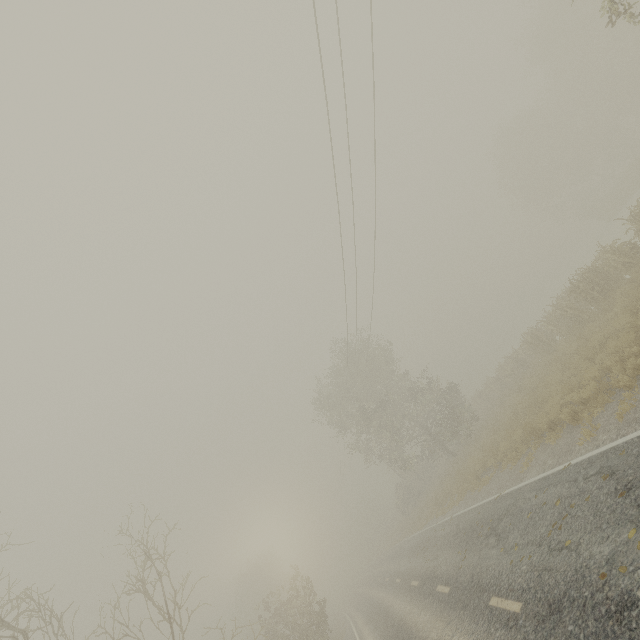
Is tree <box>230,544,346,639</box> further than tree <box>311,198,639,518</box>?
Yes

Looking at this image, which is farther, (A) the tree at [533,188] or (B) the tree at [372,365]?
(A) the tree at [533,188]

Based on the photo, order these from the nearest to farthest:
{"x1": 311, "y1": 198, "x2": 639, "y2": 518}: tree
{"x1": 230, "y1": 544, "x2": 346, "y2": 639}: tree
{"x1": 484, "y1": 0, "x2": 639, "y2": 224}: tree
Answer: {"x1": 311, "y1": 198, "x2": 639, "y2": 518}: tree, {"x1": 230, "y1": 544, "x2": 346, "y2": 639}: tree, {"x1": 484, "y1": 0, "x2": 639, "y2": 224}: tree

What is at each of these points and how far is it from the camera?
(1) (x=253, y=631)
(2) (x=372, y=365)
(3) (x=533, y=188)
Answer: (1) tree, 9.6m
(2) tree, 29.8m
(3) tree, 40.8m
